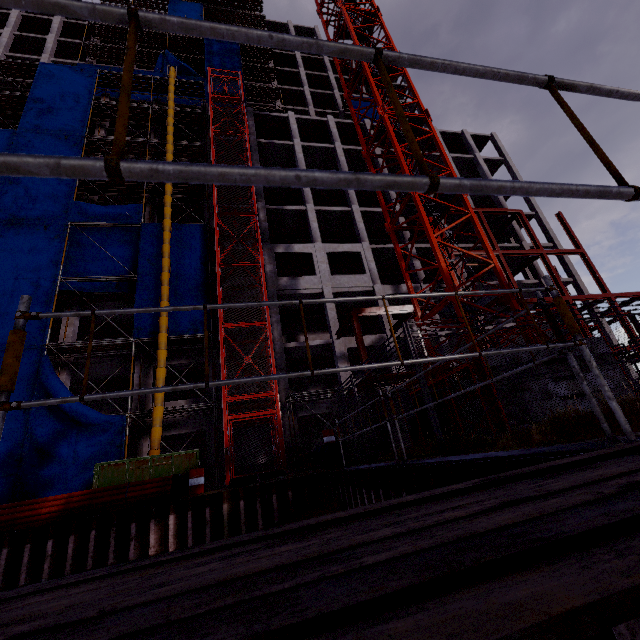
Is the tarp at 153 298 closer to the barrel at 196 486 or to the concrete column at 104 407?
the barrel at 196 486

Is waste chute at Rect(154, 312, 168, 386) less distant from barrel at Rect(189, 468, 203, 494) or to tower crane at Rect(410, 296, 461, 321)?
barrel at Rect(189, 468, 203, 494)

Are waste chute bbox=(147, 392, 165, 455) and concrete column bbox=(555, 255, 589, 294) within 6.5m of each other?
no

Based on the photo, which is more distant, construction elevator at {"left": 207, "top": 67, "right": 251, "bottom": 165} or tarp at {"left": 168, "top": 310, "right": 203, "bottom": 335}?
construction elevator at {"left": 207, "top": 67, "right": 251, "bottom": 165}

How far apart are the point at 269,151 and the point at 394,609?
34.23m

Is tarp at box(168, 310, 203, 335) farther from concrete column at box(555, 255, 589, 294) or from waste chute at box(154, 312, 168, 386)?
concrete column at box(555, 255, 589, 294)

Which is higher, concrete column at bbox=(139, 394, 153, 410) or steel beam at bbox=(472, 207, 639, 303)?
steel beam at bbox=(472, 207, 639, 303)

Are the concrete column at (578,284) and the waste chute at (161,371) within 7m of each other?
no
